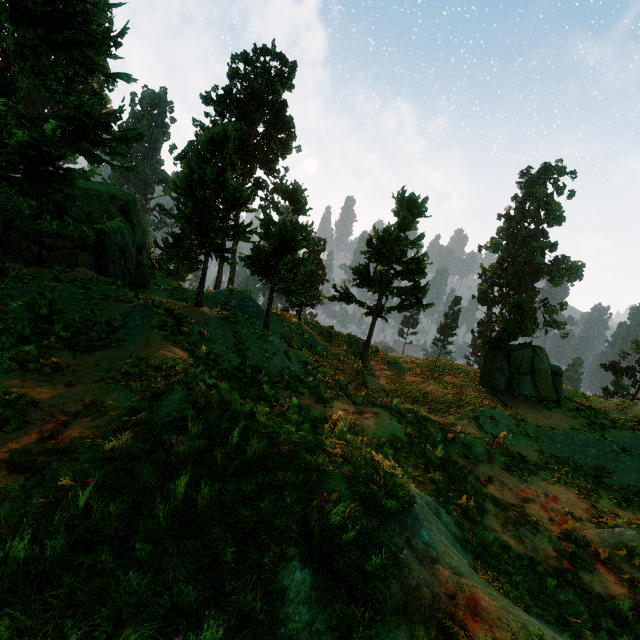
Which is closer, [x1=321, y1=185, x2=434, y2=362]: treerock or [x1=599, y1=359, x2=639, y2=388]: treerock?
[x1=321, y1=185, x2=434, y2=362]: treerock

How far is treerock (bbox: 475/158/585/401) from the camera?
20.5 meters

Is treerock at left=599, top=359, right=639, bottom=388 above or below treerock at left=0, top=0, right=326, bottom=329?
below

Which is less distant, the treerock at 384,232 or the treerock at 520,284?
the treerock at 384,232

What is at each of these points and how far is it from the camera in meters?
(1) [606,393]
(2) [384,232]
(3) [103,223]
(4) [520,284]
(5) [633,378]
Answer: (1) treerock, 46.7 m
(2) treerock, 19.5 m
(3) treerock, 5.9 m
(4) treerock, 51.7 m
(5) treerock, 45.3 m
